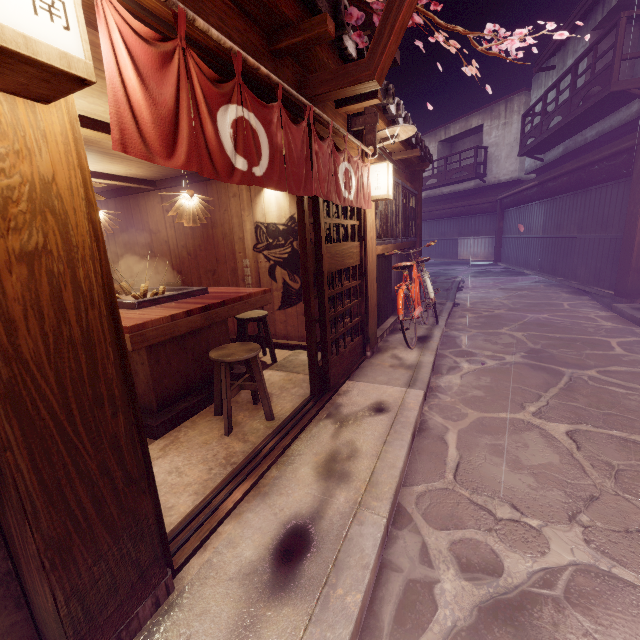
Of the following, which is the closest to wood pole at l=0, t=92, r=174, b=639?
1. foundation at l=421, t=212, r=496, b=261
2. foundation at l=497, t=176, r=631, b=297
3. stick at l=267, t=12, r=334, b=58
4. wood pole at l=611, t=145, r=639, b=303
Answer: foundation at l=421, t=212, r=496, b=261

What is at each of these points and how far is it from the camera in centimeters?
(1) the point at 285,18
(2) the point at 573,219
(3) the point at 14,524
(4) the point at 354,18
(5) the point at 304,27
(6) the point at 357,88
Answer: (1) wood bar, 408cm
(2) foundation, 1745cm
(3) wood pole, 204cm
(4) plant, 484cm
(5) stick, 416cm
(6) wire stand, 495cm

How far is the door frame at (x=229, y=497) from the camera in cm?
230

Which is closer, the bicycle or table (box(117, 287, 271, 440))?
table (box(117, 287, 271, 440))

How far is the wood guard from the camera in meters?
6.9 m

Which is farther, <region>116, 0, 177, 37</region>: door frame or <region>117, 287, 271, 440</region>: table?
<region>117, 287, 271, 440</region>: table

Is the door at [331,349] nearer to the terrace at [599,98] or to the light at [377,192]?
the light at [377,192]

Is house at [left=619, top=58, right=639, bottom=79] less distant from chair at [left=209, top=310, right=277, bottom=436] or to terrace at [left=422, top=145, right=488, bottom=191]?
terrace at [left=422, top=145, right=488, bottom=191]
